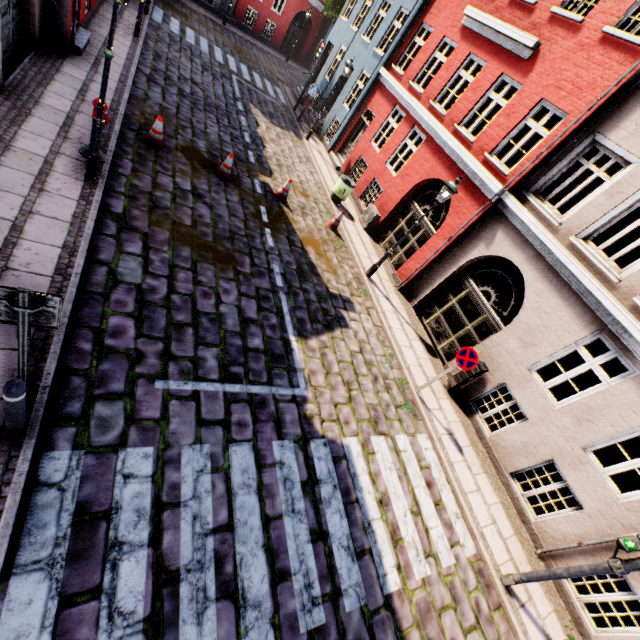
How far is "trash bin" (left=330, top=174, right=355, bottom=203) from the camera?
12.89m

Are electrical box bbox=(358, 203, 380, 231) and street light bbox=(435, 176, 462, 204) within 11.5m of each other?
yes

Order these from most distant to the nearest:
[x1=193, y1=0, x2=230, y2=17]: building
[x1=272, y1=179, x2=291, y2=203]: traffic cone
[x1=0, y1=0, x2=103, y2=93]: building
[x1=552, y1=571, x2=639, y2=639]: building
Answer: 1. [x1=193, y1=0, x2=230, y2=17]: building
2. [x1=272, y1=179, x2=291, y2=203]: traffic cone
3. [x1=0, y1=0, x2=103, y2=93]: building
4. [x1=552, y1=571, x2=639, y2=639]: building

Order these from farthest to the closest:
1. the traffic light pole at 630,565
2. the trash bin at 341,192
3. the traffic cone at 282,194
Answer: the trash bin at 341,192
the traffic cone at 282,194
the traffic light pole at 630,565

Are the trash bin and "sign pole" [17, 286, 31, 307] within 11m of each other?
no

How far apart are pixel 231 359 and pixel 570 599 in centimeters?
870cm

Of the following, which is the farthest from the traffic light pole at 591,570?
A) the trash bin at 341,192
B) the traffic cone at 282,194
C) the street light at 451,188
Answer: the trash bin at 341,192

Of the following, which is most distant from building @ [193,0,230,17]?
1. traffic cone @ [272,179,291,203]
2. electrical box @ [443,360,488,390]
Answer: traffic cone @ [272,179,291,203]
